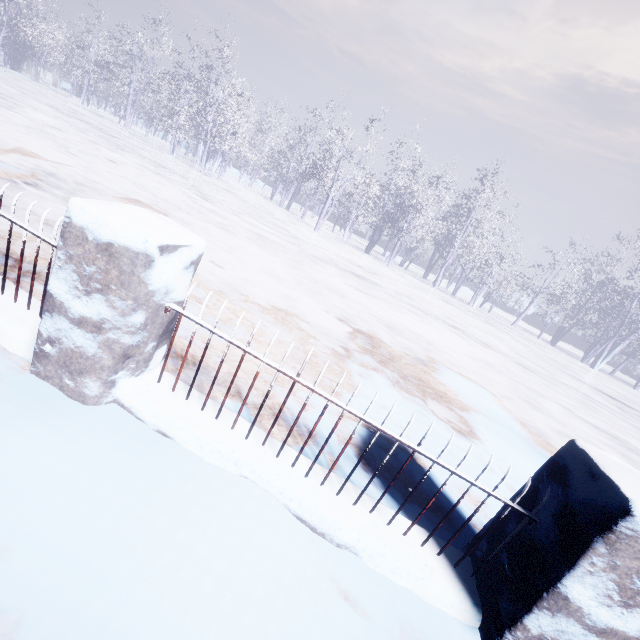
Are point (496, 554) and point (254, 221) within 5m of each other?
no
